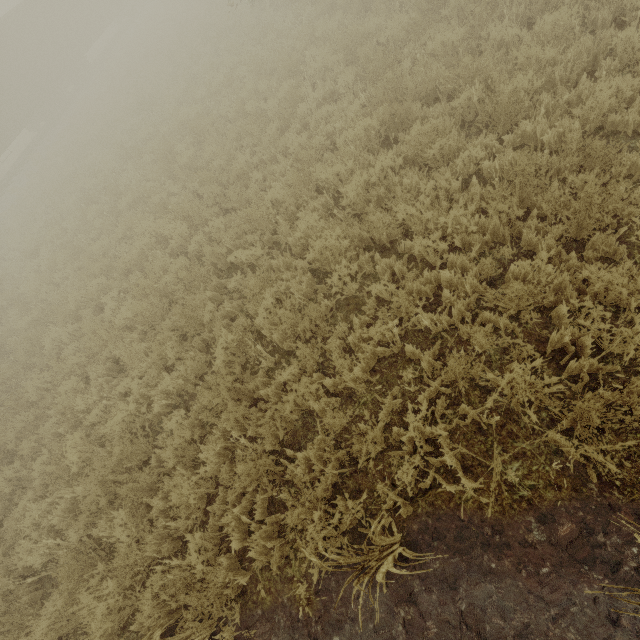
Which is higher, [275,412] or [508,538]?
[275,412]

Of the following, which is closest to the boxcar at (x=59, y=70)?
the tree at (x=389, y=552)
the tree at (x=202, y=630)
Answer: the tree at (x=202, y=630)

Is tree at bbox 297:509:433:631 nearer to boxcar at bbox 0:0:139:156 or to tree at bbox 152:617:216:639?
tree at bbox 152:617:216:639

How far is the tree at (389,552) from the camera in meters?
2.2

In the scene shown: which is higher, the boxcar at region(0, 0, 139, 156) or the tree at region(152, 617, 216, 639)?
the boxcar at region(0, 0, 139, 156)

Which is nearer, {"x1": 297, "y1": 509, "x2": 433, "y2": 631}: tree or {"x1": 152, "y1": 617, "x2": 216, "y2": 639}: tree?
{"x1": 297, "y1": 509, "x2": 433, "y2": 631}: tree

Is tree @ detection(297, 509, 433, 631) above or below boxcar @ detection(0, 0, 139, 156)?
below
